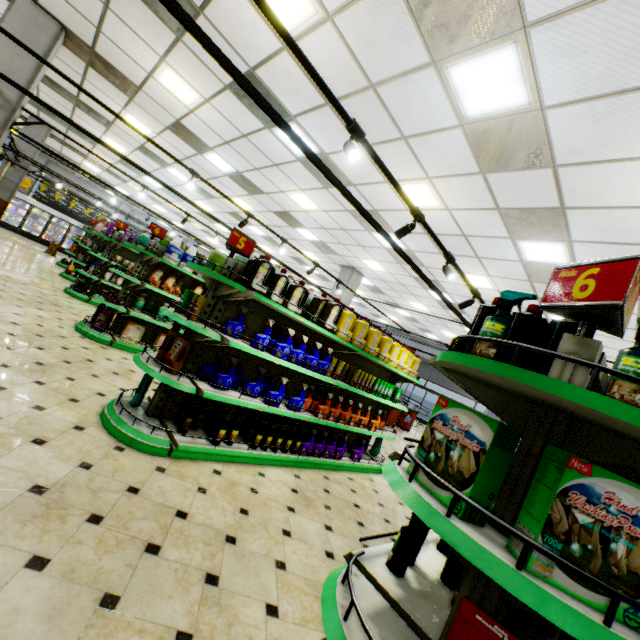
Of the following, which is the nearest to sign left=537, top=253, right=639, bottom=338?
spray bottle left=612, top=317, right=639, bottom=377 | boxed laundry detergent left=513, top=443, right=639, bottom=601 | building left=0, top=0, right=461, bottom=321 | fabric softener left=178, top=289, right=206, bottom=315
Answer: spray bottle left=612, top=317, right=639, bottom=377

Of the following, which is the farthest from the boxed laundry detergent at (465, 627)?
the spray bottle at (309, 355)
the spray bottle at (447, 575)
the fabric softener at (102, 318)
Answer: the fabric softener at (102, 318)

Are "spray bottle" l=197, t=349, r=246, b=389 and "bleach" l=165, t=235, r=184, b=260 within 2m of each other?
no

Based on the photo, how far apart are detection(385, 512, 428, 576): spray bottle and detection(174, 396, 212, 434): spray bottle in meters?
2.7 m

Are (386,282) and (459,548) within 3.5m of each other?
no

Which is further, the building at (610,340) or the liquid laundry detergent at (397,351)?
the building at (610,340)

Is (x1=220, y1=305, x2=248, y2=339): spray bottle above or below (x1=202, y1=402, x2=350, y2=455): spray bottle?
above

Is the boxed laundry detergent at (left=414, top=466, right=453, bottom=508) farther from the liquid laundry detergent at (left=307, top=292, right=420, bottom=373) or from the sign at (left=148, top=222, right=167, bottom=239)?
the sign at (left=148, top=222, right=167, bottom=239)
